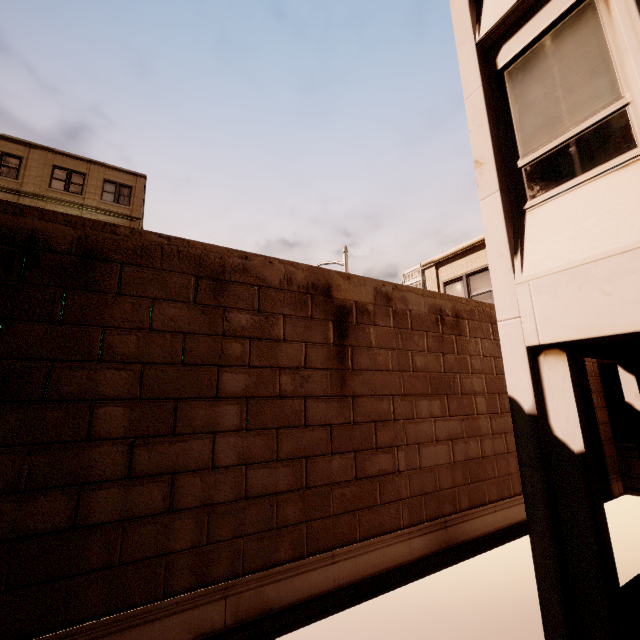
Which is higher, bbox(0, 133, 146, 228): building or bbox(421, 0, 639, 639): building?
bbox(0, 133, 146, 228): building

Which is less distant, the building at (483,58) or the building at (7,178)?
the building at (483,58)

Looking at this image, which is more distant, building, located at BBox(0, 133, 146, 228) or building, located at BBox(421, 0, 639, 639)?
building, located at BBox(0, 133, 146, 228)

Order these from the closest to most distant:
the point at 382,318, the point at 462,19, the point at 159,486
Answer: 1. the point at 159,486
2. the point at 462,19
3. the point at 382,318

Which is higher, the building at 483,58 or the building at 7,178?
the building at 7,178
